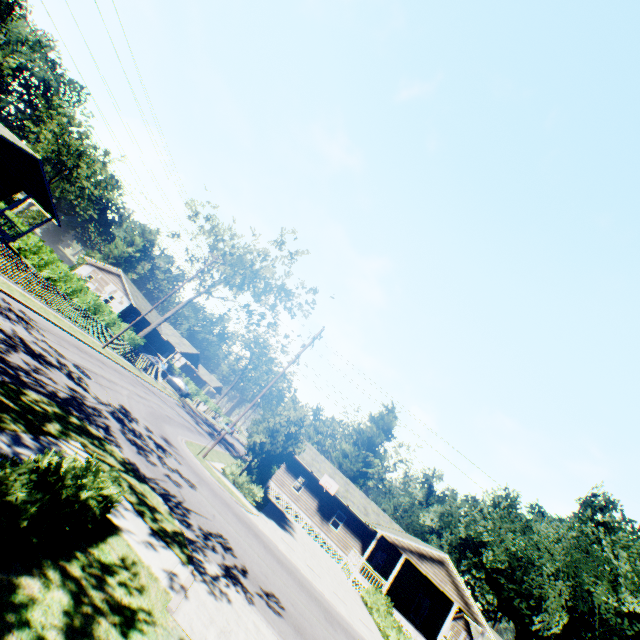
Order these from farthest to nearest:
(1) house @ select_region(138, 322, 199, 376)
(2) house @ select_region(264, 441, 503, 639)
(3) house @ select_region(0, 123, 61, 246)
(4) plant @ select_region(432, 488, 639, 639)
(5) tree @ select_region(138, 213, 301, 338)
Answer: (1) house @ select_region(138, 322, 199, 376) < (5) tree @ select_region(138, 213, 301, 338) < (2) house @ select_region(264, 441, 503, 639) < (3) house @ select_region(0, 123, 61, 246) < (4) plant @ select_region(432, 488, 639, 639)

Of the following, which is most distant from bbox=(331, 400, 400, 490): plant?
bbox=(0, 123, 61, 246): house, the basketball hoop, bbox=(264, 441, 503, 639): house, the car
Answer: the car

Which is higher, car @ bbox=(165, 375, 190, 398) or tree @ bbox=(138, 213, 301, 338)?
tree @ bbox=(138, 213, 301, 338)

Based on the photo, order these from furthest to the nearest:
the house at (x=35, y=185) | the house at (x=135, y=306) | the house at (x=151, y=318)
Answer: the house at (x=151, y=318), the house at (x=135, y=306), the house at (x=35, y=185)

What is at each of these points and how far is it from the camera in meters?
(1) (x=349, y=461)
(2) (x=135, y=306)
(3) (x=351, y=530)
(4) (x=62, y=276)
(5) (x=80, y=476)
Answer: (1) plant, 43.4
(2) house, 43.9
(3) house, 31.2
(4) hedge, 32.7
(5) hedge, 5.2

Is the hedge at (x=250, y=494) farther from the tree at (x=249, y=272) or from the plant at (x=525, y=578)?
the tree at (x=249, y=272)

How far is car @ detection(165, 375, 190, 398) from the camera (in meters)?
46.62

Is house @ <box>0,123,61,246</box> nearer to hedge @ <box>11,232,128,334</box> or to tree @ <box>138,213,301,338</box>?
hedge @ <box>11,232,128,334</box>
